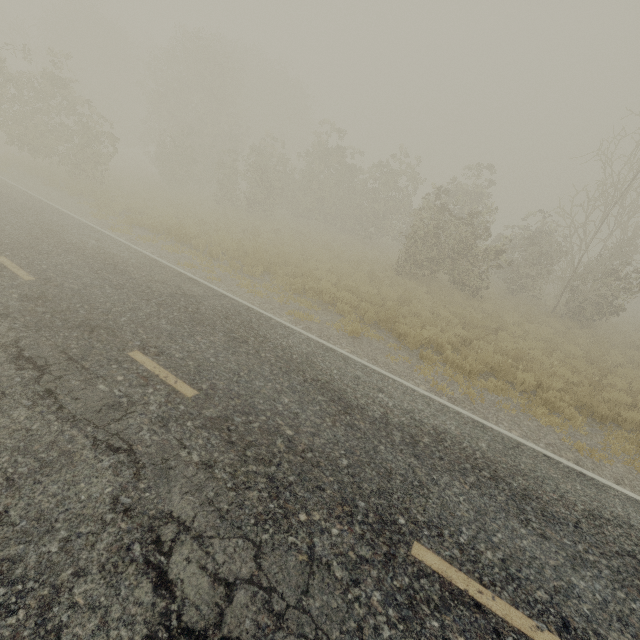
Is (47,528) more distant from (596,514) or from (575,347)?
(575,347)
